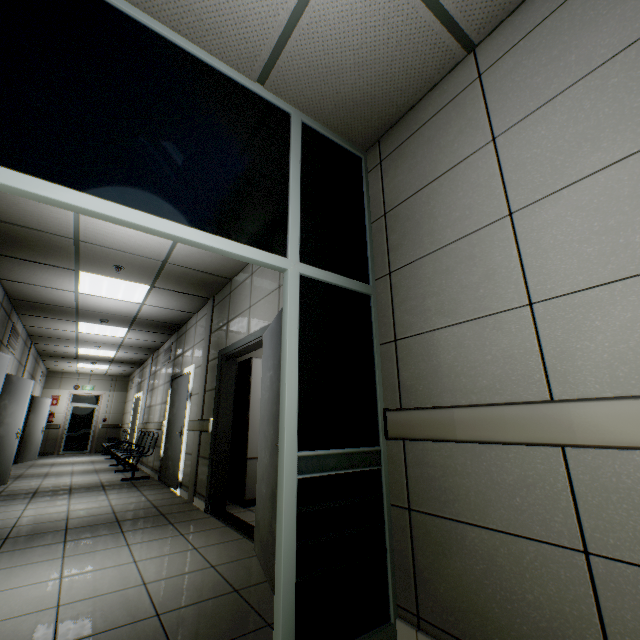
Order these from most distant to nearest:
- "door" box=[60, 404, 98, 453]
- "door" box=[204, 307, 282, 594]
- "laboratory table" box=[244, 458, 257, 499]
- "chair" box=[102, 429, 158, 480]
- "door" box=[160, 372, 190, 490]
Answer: "door" box=[60, 404, 98, 453] < "chair" box=[102, 429, 158, 480] < "door" box=[160, 372, 190, 490] < "laboratory table" box=[244, 458, 257, 499] < "door" box=[204, 307, 282, 594]

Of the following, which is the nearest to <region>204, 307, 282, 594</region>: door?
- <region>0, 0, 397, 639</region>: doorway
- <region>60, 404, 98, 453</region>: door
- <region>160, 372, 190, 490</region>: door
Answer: <region>0, 0, 397, 639</region>: doorway

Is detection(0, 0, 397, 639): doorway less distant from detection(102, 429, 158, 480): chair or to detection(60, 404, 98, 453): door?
detection(102, 429, 158, 480): chair

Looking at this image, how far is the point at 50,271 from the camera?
4.75m

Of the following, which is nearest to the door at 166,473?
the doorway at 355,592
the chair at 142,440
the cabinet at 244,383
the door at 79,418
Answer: the chair at 142,440

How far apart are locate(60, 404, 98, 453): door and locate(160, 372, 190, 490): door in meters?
9.8 m

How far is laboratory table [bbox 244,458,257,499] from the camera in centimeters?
450cm

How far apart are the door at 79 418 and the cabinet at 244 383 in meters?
12.7 m
